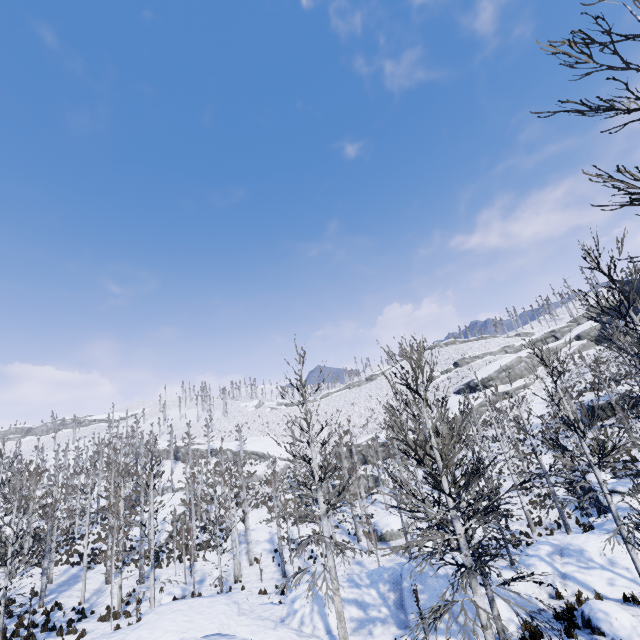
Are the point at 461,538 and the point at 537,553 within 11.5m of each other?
yes

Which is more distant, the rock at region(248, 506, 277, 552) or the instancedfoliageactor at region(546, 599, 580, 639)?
the rock at region(248, 506, 277, 552)

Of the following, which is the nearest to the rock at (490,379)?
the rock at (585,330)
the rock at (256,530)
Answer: the rock at (585,330)

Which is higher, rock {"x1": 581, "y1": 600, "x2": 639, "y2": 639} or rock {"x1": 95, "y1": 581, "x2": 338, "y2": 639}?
rock {"x1": 95, "y1": 581, "x2": 338, "y2": 639}

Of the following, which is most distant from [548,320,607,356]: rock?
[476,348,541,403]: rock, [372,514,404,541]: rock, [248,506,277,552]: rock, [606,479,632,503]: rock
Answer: [248,506,277,552]: rock

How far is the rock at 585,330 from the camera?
54.72m

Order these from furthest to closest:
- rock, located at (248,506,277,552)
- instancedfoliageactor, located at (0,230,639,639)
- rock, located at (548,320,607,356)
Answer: rock, located at (548,320,607,356), rock, located at (248,506,277,552), instancedfoliageactor, located at (0,230,639,639)

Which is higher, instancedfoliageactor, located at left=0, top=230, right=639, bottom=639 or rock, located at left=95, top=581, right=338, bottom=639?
instancedfoliageactor, located at left=0, top=230, right=639, bottom=639
